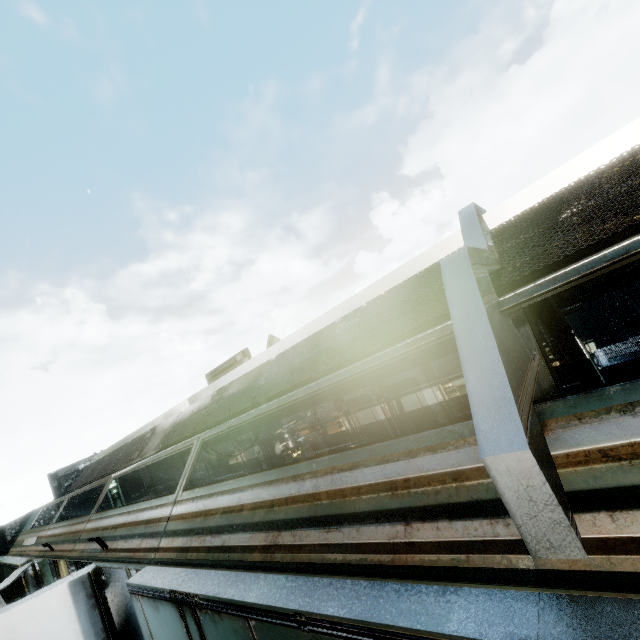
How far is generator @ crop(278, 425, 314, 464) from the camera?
A: 11.1 meters

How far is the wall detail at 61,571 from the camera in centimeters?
630cm

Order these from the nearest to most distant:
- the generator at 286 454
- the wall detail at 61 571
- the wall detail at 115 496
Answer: the wall detail at 61 571 → the generator at 286 454 → the wall detail at 115 496

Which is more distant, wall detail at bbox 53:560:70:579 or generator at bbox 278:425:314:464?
generator at bbox 278:425:314:464

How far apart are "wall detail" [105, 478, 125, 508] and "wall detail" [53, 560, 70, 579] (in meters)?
8.01

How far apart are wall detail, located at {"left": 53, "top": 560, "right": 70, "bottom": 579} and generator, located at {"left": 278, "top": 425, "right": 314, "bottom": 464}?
6.03m

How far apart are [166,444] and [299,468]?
5.57m

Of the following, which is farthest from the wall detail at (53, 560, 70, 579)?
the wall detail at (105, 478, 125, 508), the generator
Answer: the wall detail at (105, 478, 125, 508)
